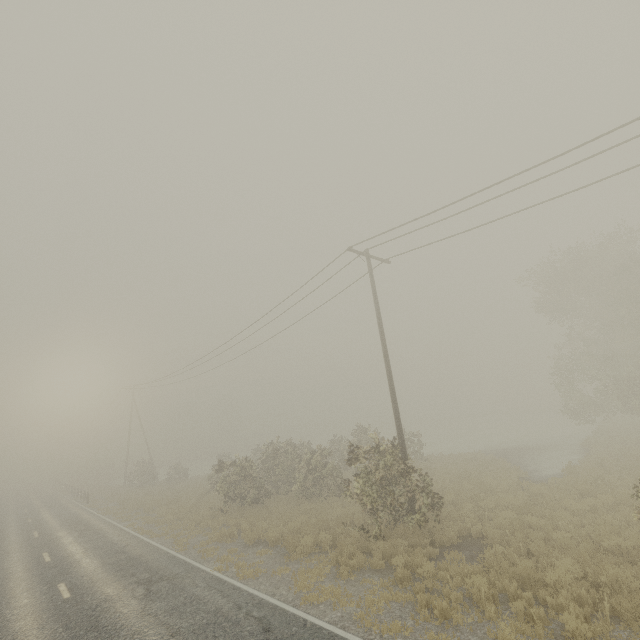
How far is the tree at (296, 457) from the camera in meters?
11.9 m

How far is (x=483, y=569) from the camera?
8.96m

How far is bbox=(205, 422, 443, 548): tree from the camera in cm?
1190
